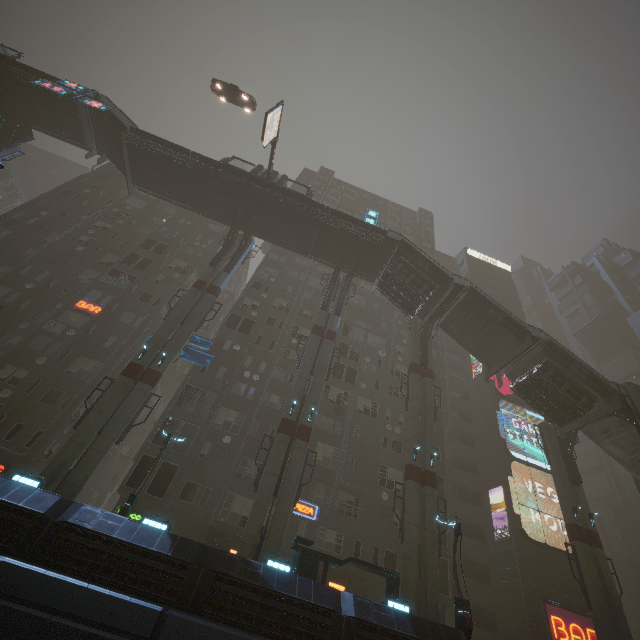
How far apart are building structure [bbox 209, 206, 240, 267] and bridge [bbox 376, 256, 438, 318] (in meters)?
14.12

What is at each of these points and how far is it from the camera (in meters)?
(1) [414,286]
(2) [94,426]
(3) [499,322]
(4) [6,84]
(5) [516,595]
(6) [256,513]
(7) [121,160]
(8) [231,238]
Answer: (1) bridge, 27.41
(2) sm, 17.94
(3) stairs, 26.11
(4) bridge, 29.48
(5) building, 25.00
(6) sm, 17.58
(7) stairs, 29.91
(8) building structure, 30.30

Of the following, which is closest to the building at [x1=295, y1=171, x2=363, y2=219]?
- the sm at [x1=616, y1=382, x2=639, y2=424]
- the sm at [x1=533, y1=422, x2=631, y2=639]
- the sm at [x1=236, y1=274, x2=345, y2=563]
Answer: the sm at [x1=236, y1=274, x2=345, y2=563]

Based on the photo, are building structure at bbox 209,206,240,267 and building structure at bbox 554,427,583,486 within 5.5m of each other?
no

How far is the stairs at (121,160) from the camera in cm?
2781

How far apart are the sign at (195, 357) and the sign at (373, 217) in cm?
1772

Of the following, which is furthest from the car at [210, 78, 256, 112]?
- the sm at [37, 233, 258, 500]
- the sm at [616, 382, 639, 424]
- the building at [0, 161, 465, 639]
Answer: the sm at [616, 382, 639, 424]

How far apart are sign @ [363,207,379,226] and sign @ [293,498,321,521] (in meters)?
23.73
